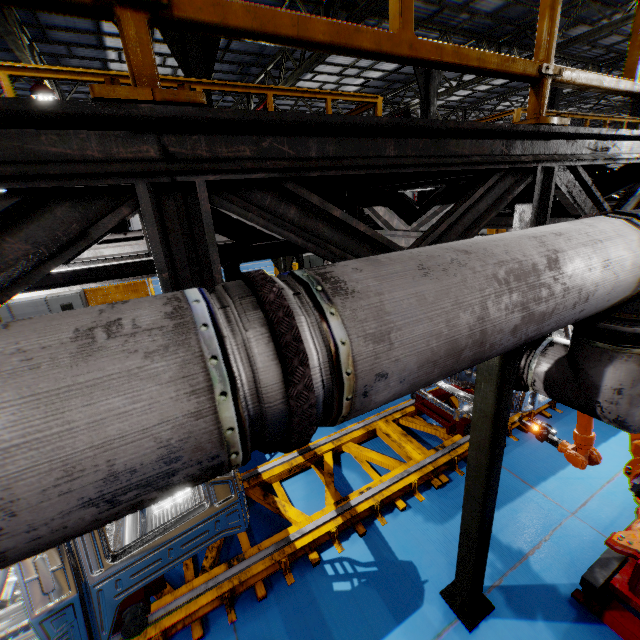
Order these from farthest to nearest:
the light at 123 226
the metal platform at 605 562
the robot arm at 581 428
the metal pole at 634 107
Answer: the metal pole at 634 107
the robot arm at 581 428
the metal platform at 605 562
the light at 123 226

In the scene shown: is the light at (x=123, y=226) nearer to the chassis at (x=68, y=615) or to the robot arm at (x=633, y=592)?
the chassis at (x=68, y=615)

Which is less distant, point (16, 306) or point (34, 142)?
point (34, 142)

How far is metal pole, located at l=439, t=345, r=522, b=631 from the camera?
2.3 meters

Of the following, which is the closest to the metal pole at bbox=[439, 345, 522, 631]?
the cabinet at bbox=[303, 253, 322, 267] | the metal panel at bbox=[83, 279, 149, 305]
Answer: the metal panel at bbox=[83, 279, 149, 305]

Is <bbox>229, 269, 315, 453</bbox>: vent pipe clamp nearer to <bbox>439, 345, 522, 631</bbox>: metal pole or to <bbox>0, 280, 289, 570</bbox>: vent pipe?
<bbox>0, 280, 289, 570</bbox>: vent pipe

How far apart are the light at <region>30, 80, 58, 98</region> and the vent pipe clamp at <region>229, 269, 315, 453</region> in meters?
13.9 m

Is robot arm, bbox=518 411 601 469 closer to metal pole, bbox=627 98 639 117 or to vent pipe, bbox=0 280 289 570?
vent pipe, bbox=0 280 289 570
